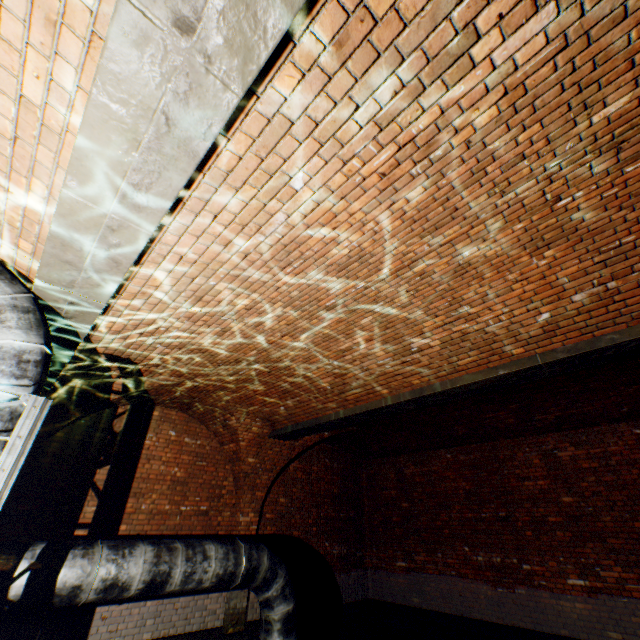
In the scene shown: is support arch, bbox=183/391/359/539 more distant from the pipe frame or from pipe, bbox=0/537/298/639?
the pipe frame

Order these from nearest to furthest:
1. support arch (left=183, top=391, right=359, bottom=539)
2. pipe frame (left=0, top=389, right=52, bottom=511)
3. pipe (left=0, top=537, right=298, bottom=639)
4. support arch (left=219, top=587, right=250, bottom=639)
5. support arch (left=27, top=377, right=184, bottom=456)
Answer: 1. pipe frame (left=0, top=389, right=52, bottom=511)
2. pipe (left=0, top=537, right=298, bottom=639)
3. support arch (left=27, top=377, right=184, bottom=456)
4. support arch (left=219, top=587, right=250, bottom=639)
5. support arch (left=183, top=391, right=359, bottom=539)

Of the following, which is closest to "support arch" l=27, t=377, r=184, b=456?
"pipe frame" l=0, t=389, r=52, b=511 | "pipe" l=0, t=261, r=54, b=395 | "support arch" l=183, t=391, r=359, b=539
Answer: "support arch" l=183, t=391, r=359, b=539

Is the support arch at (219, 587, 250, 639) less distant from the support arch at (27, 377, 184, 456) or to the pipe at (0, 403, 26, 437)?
the support arch at (27, 377, 184, 456)

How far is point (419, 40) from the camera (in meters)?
1.61

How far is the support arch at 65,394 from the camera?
5.4m

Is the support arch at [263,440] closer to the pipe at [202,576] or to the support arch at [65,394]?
the support arch at [65,394]
